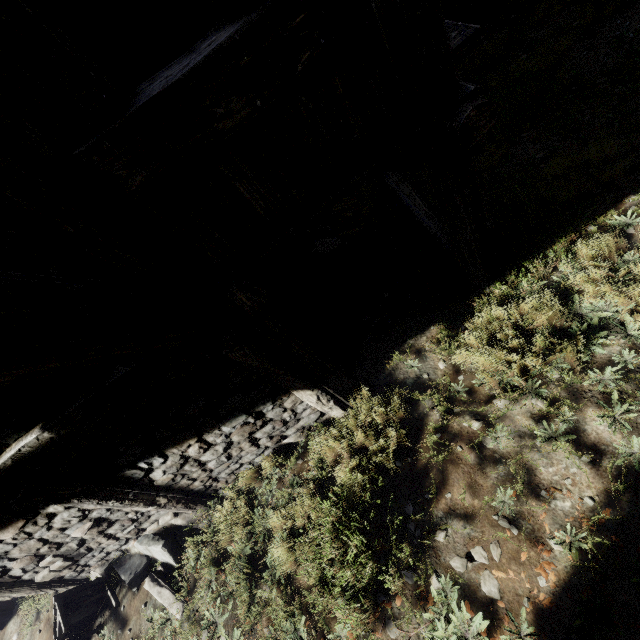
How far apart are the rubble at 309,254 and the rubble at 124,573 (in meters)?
4.01

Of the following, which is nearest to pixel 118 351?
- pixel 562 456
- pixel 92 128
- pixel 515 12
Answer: pixel 92 128

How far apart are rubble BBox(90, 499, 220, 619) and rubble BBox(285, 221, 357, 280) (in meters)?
4.01

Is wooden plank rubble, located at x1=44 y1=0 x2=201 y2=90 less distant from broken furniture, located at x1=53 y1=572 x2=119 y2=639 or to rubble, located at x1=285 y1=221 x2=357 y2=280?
rubble, located at x1=285 y1=221 x2=357 y2=280

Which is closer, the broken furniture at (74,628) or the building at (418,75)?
the building at (418,75)

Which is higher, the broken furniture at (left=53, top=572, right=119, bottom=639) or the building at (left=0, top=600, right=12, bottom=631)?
the broken furniture at (left=53, top=572, right=119, bottom=639)

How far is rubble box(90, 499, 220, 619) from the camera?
3.9 meters

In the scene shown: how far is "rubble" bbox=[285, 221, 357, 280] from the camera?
6.14m
